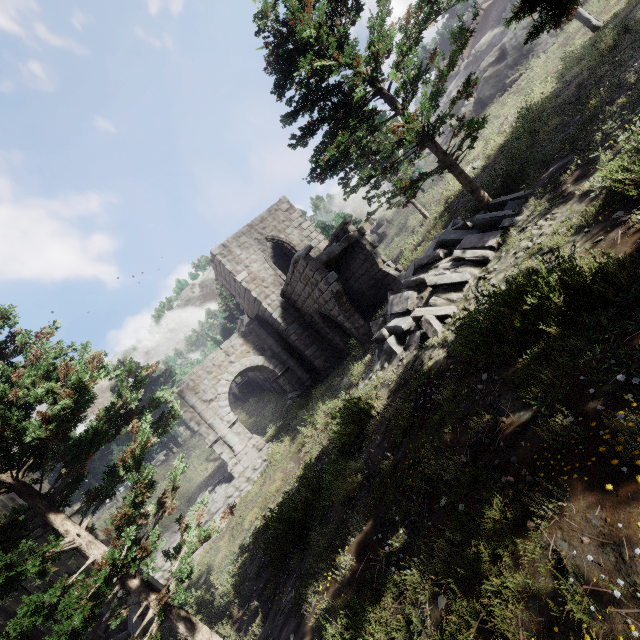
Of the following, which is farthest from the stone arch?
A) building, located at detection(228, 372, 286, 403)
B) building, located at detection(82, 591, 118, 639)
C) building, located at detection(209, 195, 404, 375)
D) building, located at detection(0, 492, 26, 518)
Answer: building, located at detection(0, 492, 26, 518)

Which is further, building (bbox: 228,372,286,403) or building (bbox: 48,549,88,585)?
building (bbox: 228,372,286,403)

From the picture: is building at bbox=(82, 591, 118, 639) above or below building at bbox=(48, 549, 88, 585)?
below

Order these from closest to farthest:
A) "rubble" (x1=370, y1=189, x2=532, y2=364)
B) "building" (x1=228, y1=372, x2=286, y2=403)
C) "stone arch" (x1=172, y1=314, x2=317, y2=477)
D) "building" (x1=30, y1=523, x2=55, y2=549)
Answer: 1. "rubble" (x1=370, y1=189, x2=532, y2=364)
2. "building" (x1=30, y1=523, x2=55, y2=549)
3. "stone arch" (x1=172, y1=314, x2=317, y2=477)
4. "building" (x1=228, y1=372, x2=286, y2=403)

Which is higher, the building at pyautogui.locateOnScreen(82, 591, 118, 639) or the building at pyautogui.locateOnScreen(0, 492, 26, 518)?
the building at pyautogui.locateOnScreen(0, 492, 26, 518)

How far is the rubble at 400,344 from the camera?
8.31m

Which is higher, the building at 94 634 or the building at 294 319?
the building at 294 319

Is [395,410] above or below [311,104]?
below
